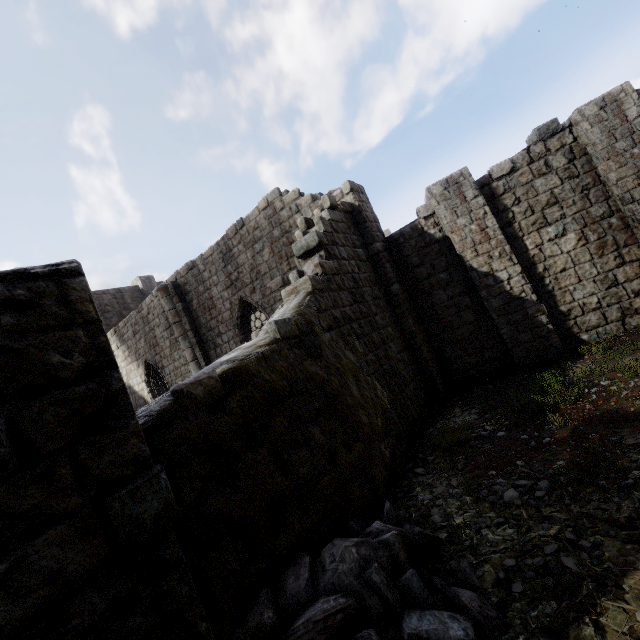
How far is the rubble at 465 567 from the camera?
3.4m

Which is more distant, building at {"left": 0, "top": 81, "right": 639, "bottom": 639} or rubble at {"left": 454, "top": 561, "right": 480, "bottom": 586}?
rubble at {"left": 454, "top": 561, "right": 480, "bottom": 586}

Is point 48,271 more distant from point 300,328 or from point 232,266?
point 232,266

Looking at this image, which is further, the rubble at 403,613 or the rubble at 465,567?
the rubble at 465,567

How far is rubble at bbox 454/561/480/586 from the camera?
3.4 meters

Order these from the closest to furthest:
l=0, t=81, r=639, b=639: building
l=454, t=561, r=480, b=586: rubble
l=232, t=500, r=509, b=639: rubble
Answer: l=0, t=81, r=639, b=639: building < l=232, t=500, r=509, b=639: rubble < l=454, t=561, r=480, b=586: rubble

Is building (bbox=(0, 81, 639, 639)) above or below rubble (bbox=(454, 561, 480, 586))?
above
